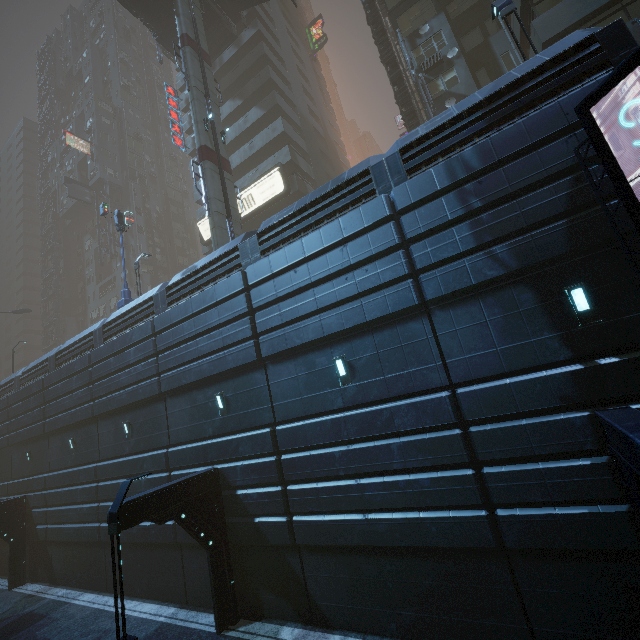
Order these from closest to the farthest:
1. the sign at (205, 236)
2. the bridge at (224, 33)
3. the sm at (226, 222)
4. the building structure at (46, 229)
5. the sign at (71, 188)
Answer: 1. the sm at (226, 222)
2. the bridge at (224, 33)
3. the sign at (205, 236)
4. the sign at (71, 188)
5. the building structure at (46, 229)

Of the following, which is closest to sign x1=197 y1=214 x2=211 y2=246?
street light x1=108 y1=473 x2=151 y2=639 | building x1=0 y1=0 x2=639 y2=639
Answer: building x1=0 y1=0 x2=639 y2=639

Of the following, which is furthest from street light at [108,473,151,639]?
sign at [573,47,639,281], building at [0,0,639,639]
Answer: sign at [573,47,639,281]

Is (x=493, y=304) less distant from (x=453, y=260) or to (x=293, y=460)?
(x=453, y=260)

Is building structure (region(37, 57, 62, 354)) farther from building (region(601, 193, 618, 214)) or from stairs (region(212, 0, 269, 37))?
stairs (region(212, 0, 269, 37))

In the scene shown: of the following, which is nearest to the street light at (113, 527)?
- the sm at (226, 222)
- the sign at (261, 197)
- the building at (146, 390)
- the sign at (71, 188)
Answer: the building at (146, 390)

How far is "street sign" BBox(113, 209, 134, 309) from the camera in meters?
19.1 m

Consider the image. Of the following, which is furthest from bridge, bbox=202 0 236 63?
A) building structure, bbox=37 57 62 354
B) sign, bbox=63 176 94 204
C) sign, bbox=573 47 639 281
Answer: building structure, bbox=37 57 62 354
